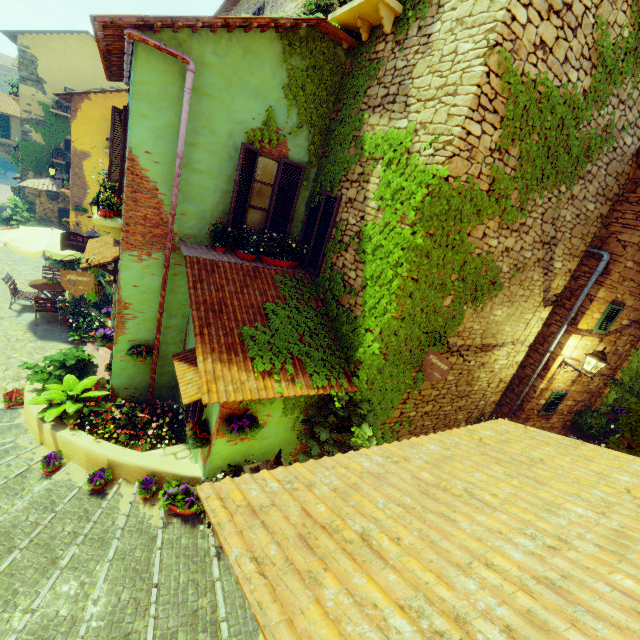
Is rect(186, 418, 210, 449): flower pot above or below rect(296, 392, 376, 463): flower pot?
below

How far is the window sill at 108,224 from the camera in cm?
629

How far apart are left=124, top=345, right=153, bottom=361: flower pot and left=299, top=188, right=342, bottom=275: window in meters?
3.8 m

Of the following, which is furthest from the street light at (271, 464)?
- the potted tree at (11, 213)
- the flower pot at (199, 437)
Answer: the potted tree at (11, 213)

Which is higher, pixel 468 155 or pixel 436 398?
pixel 468 155

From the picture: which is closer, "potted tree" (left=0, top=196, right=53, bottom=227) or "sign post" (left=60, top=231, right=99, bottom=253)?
"sign post" (left=60, top=231, right=99, bottom=253)

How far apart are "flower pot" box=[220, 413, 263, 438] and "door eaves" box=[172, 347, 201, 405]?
0.51m

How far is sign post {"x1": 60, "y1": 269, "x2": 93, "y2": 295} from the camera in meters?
6.0 m
